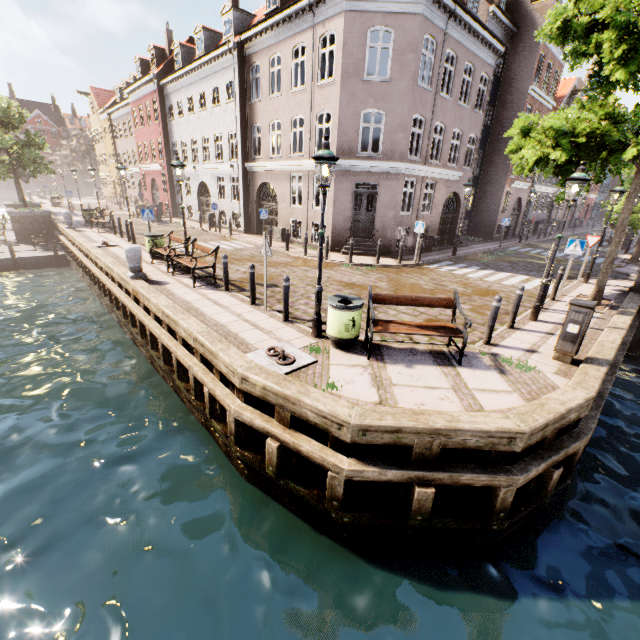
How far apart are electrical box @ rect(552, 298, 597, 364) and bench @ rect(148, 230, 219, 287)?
9.17m

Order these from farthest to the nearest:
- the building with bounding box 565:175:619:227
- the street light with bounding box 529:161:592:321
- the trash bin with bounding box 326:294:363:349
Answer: the building with bounding box 565:175:619:227
the street light with bounding box 529:161:592:321
the trash bin with bounding box 326:294:363:349

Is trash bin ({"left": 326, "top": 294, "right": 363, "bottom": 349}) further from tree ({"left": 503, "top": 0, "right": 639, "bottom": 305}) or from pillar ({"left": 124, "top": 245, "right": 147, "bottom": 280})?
pillar ({"left": 124, "top": 245, "right": 147, "bottom": 280})

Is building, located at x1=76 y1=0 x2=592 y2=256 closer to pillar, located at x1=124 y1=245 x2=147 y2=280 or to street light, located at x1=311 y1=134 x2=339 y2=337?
pillar, located at x1=124 y1=245 x2=147 y2=280

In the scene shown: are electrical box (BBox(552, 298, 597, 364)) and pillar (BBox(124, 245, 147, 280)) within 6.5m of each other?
no

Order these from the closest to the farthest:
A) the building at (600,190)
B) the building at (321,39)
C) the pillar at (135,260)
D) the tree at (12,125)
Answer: the pillar at (135,260), the building at (321,39), the tree at (12,125), the building at (600,190)

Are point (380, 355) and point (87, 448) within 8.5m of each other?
yes

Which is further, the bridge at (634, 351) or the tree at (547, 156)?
the bridge at (634, 351)
